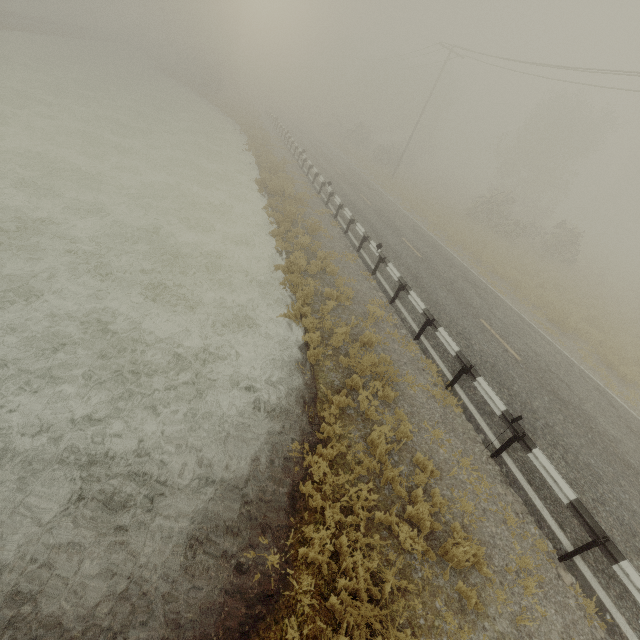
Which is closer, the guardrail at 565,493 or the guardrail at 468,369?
the guardrail at 565,493

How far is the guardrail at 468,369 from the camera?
7.87m

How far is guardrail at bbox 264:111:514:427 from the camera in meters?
7.9

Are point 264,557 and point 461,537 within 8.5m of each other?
yes

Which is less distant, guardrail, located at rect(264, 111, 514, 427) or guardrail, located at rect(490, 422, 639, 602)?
guardrail, located at rect(490, 422, 639, 602)
